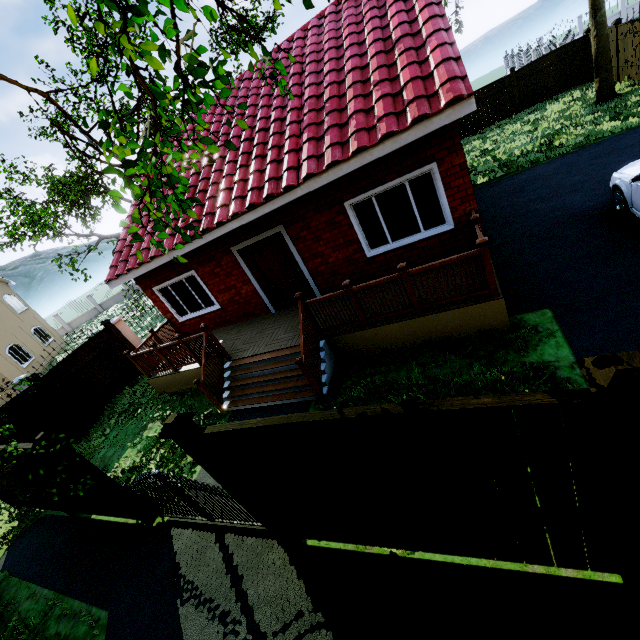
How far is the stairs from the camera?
6.5 meters

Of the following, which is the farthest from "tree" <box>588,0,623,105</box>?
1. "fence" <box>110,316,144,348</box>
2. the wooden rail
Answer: the wooden rail

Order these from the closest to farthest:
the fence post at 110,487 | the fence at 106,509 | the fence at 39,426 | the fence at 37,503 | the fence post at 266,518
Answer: the fence post at 266,518, the fence post at 110,487, the fence at 106,509, the fence at 37,503, the fence at 39,426

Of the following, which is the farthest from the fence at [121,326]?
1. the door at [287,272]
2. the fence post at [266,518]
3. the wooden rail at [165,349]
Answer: the door at [287,272]

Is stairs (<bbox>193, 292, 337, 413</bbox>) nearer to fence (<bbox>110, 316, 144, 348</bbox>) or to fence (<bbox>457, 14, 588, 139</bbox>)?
fence (<bbox>110, 316, 144, 348</bbox>)

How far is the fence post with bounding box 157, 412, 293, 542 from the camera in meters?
3.4 m

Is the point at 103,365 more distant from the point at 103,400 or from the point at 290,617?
the point at 290,617

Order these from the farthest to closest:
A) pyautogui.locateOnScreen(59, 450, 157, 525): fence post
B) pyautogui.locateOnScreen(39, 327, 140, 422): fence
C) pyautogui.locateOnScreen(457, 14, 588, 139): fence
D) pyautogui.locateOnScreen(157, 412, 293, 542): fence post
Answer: pyautogui.locateOnScreen(457, 14, 588, 139): fence < pyautogui.locateOnScreen(39, 327, 140, 422): fence < pyautogui.locateOnScreen(59, 450, 157, 525): fence post < pyautogui.locateOnScreen(157, 412, 293, 542): fence post
